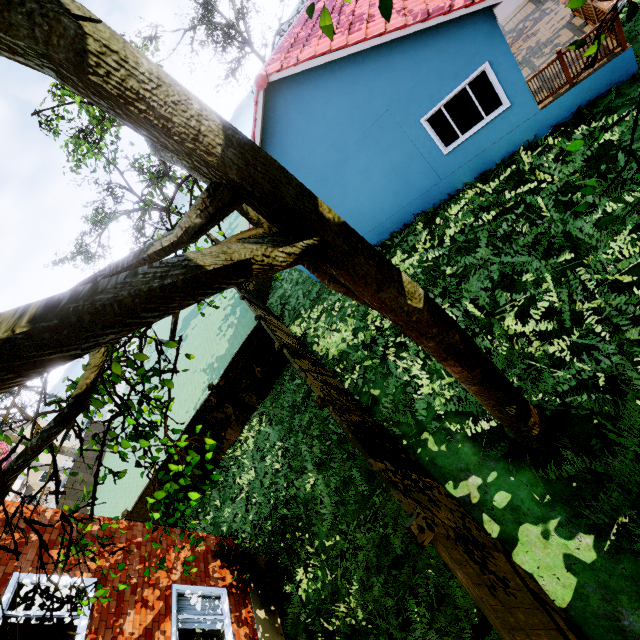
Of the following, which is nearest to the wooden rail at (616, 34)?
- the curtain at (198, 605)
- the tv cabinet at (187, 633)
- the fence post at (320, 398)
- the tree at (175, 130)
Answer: the tree at (175, 130)

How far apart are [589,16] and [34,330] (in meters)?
14.28

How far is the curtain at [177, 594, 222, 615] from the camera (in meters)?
7.12

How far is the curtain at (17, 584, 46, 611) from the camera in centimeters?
561cm

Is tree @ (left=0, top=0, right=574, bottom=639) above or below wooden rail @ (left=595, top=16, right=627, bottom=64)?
above

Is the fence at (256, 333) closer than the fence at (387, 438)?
No

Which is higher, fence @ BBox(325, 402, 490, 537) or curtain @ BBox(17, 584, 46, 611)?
curtain @ BBox(17, 584, 46, 611)

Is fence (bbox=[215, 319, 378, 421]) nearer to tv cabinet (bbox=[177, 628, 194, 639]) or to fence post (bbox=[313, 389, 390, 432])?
fence post (bbox=[313, 389, 390, 432])
